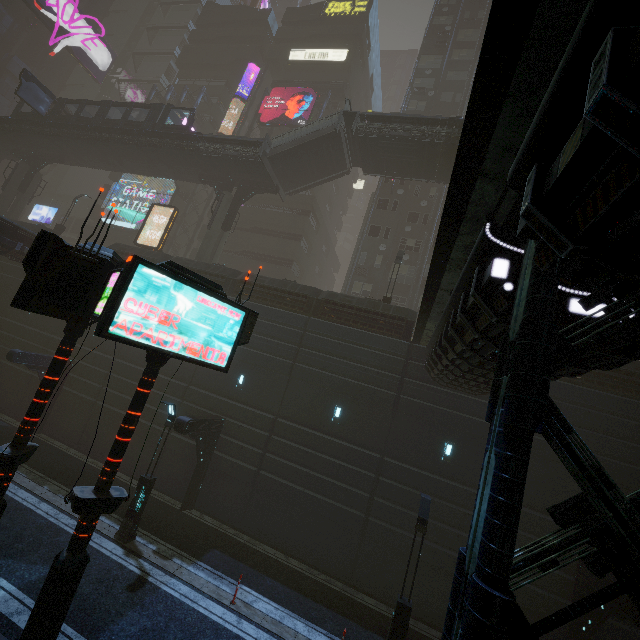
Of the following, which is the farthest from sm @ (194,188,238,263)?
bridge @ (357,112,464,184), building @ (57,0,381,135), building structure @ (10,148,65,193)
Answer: building structure @ (10,148,65,193)

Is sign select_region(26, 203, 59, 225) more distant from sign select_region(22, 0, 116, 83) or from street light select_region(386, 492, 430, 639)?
street light select_region(386, 492, 430, 639)

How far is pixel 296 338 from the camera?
18.7 meters

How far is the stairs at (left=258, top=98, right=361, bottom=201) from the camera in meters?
23.8

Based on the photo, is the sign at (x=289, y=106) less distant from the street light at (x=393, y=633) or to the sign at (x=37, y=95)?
the sign at (x=37, y=95)

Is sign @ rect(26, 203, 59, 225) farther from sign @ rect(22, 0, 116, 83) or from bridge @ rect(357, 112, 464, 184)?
bridge @ rect(357, 112, 464, 184)

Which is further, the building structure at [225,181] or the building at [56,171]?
the building at [56,171]

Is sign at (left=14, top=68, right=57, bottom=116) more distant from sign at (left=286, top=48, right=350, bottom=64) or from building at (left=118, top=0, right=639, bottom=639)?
sign at (left=286, top=48, right=350, bottom=64)
